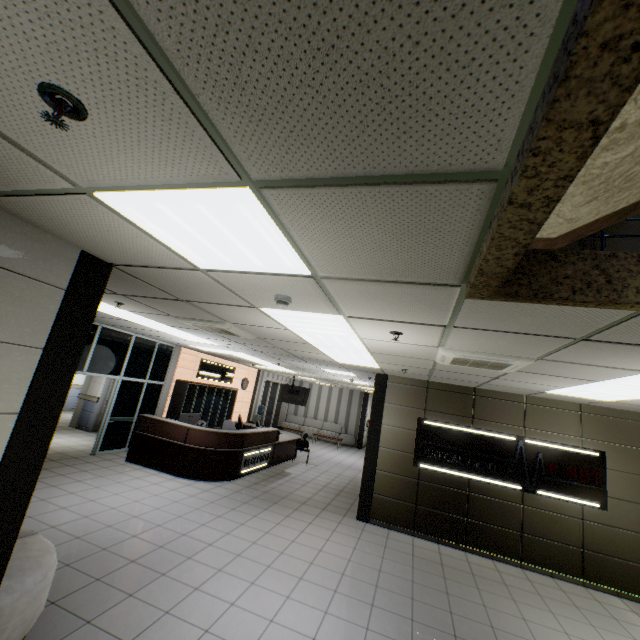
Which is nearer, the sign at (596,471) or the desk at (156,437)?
the sign at (596,471)

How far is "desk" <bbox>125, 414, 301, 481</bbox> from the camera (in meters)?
7.88

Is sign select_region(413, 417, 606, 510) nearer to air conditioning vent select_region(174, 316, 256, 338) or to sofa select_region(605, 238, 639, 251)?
air conditioning vent select_region(174, 316, 256, 338)

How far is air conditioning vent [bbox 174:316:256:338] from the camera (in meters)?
4.87

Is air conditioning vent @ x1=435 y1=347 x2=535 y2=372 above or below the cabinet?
above

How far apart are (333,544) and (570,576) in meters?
4.5 m

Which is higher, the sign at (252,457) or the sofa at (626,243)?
the sofa at (626,243)

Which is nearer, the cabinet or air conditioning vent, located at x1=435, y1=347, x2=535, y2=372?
air conditioning vent, located at x1=435, y1=347, x2=535, y2=372
